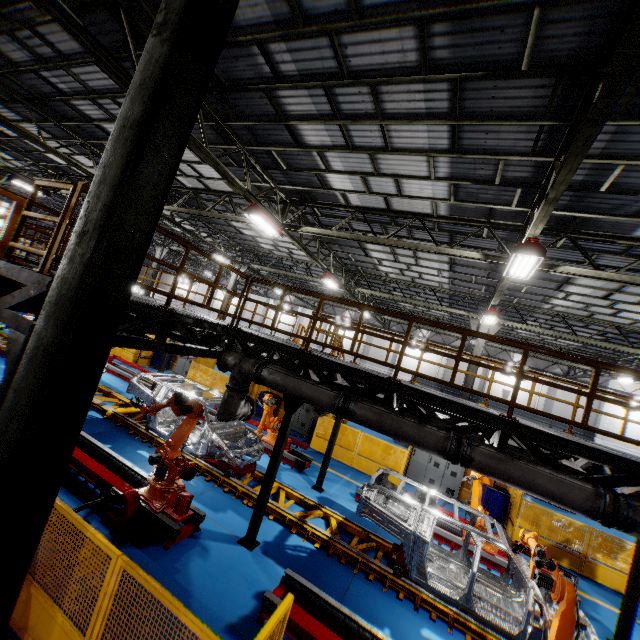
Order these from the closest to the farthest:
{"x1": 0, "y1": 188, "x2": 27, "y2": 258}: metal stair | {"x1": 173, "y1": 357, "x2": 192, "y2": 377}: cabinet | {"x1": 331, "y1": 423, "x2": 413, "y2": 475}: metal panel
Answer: {"x1": 0, "y1": 188, "x2": 27, "y2": 258}: metal stair, {"x1": 331, "y1": 423, "x2": 413, "y2": 475}: metal panel, {"x1": 173, "y1": 357, "x2": 192, "y2": 377}: cabinet

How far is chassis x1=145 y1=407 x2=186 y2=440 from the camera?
9.33m

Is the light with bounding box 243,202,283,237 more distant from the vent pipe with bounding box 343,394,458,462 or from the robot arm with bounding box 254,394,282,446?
the robot arm with bounding box 254,394,282,446

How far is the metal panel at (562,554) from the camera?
10.0 meters

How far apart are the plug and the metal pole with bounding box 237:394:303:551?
2.4m

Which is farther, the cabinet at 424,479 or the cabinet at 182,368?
the cabinet at 182,368

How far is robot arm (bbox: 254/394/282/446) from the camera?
11.0 meters

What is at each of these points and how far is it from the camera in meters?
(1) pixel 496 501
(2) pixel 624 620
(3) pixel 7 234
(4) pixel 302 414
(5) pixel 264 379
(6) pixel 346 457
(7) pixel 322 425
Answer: (1) toolbox, 12.2
(2) metal pole, 7.2
(3) metal stair, 4.9
(4) cabinet, 16.0
(5) vent pipe, 6.7
(6) metal panel, 13.6
(7) metal panel, 14.3
